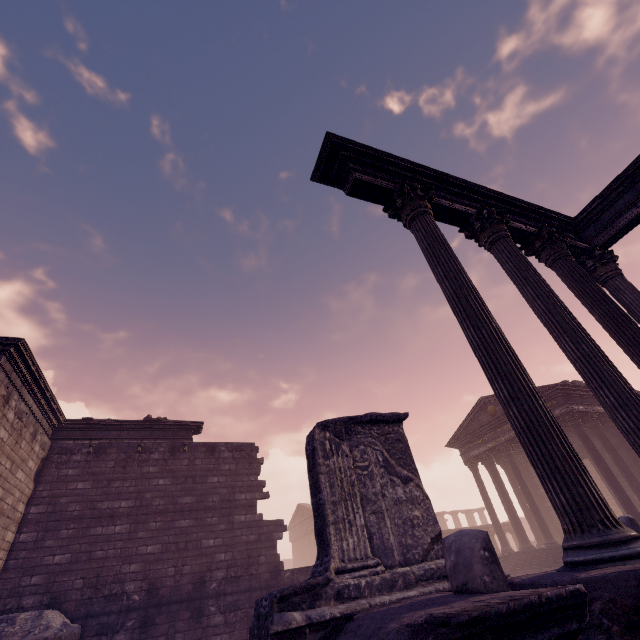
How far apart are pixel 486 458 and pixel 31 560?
21.5m

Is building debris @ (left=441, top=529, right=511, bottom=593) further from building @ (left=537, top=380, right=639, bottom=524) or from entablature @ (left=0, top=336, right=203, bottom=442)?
building @ (left=537, top=380, right=639, bottom=524)

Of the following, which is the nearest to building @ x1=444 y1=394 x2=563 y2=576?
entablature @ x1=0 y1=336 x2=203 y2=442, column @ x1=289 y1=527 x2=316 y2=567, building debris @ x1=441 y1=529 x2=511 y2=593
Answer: building debris @ x1=441 y1=529 x2=511 y2=593

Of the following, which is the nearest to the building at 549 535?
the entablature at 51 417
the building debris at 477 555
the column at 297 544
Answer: the building debris at 477 555

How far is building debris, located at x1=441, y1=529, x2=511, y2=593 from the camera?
2.2 meters

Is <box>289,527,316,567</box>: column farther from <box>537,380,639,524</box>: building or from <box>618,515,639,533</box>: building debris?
<box>618,515,639,533</box>: building debris

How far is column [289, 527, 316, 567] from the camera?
35.56m

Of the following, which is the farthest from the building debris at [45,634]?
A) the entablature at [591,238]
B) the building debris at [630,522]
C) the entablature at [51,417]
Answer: the entablature at [591,238]
